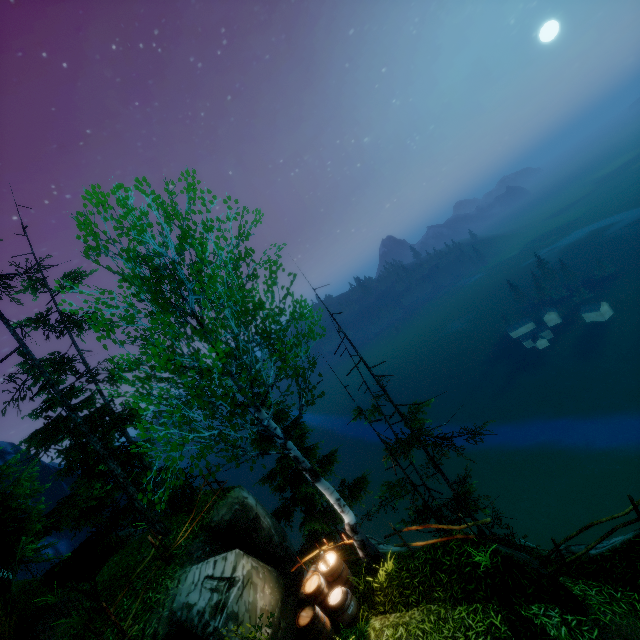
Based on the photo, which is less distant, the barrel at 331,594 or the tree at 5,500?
the tree at 5,500

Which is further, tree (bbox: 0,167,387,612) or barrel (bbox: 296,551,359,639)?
barrel (bbox: 296,551,359,639)

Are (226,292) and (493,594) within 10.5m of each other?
yes
